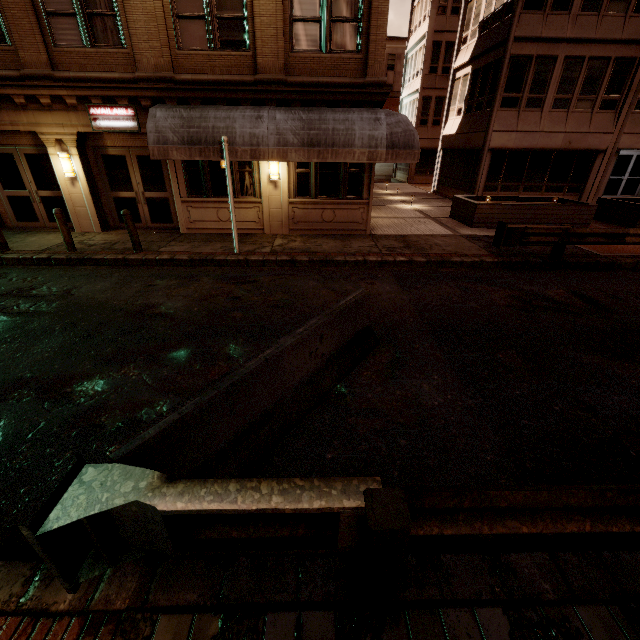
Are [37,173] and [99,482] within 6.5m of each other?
no

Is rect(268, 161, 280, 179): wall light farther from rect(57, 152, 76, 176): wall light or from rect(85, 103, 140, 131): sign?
rect(57, 152, 76, 176): wall light

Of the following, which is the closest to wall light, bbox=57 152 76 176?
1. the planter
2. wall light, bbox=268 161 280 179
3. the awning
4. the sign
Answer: the sign

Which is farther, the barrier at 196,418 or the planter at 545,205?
the planter at 545,205

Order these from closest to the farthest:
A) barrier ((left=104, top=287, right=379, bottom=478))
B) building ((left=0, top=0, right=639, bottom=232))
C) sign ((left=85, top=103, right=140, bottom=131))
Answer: barrier ((left=104, top=287, right=379, bottom=478))
building ((left=0, top=0, right=639, bottom=232))
sign ((left=85, top=103, right=140, bottom=131))

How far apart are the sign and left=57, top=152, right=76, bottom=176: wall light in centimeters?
120cm

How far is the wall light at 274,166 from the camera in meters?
10.9

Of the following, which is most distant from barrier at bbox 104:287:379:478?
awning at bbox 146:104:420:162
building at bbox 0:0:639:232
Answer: building at bbox 0:0:639:232
